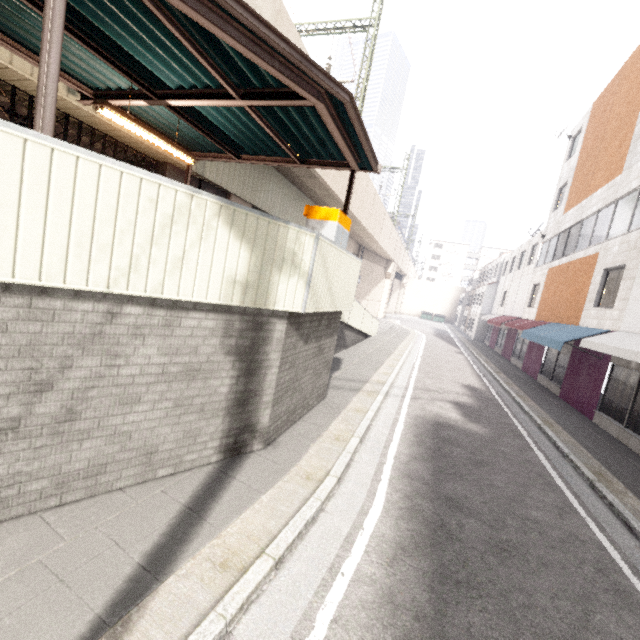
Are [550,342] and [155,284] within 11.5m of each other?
no

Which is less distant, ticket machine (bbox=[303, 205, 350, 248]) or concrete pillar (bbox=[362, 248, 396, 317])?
ticket machine (bbox=[303, 205, 350, 248])

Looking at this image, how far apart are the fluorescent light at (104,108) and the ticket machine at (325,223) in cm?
245

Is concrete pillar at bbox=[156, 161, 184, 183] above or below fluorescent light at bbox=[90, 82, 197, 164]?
above

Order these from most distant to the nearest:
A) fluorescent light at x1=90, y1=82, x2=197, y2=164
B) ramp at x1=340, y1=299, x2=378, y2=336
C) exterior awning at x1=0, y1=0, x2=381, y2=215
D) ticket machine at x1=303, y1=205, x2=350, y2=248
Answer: ramp at x1=340, y1=299, x2=378, y2=336
ticket machine at x1=303, y1=205, x2=350, y2=248
fluorescent light at x1=90, y1=82, x2=197, y2=164
exterior awning at x1=0, y1=0, x2=381, y2=215

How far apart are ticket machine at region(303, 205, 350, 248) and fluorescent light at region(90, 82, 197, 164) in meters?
2.4

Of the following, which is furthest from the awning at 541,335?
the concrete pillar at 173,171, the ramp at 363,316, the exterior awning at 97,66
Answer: the concrete pillar at 173,171

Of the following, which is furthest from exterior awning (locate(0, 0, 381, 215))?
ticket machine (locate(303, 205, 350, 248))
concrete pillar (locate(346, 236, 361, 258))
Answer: concrete pillar (locate(346, 236, 361, 258))
